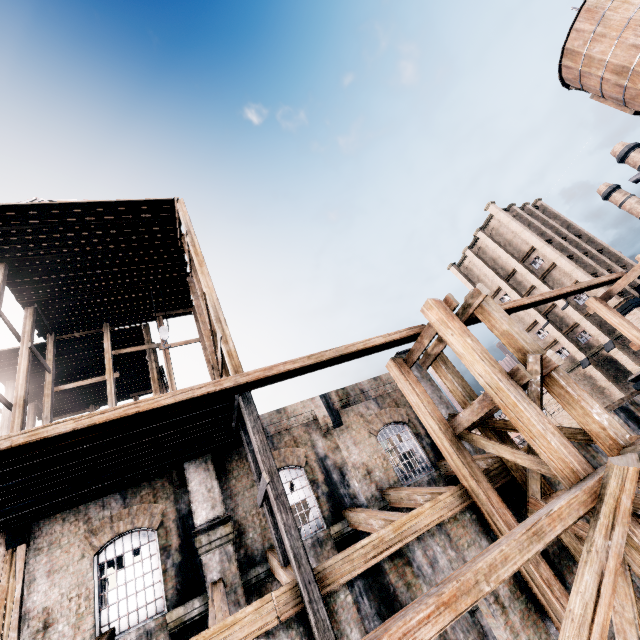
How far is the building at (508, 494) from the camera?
10.2m

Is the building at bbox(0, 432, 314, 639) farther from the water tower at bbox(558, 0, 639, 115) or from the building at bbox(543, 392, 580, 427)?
the building at bbox(543, 392, 580, 427)

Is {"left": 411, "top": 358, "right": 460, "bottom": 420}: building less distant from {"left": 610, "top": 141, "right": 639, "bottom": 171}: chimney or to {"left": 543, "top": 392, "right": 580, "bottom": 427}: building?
{"left": 543, "top": 392, "right": 580, "bottom": 427}: building

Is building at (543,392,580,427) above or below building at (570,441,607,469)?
above

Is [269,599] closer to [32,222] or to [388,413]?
[388,413]

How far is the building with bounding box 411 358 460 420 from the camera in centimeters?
1739cm

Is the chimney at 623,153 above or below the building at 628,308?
above
